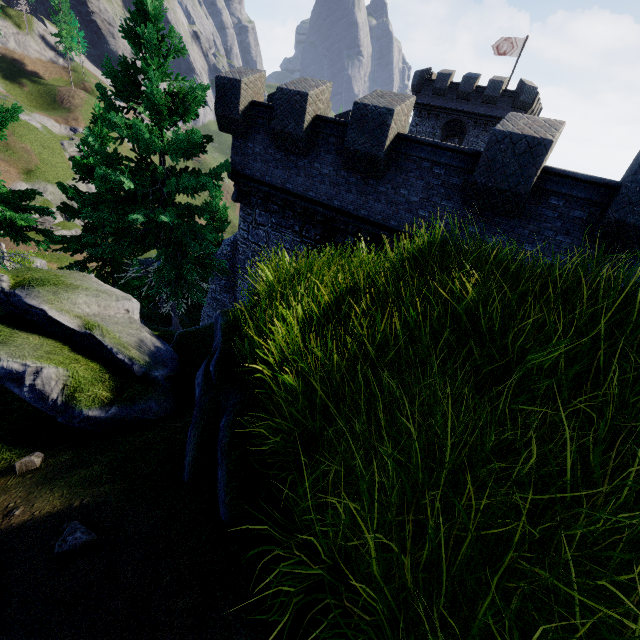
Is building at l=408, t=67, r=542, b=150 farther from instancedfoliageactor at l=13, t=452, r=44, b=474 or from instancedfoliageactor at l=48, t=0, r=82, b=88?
instancedfoliageactor at l=48, t=0, r=82, b=88

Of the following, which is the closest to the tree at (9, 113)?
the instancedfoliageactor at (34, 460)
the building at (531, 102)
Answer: the instancedfoliageactor at (34, 460)

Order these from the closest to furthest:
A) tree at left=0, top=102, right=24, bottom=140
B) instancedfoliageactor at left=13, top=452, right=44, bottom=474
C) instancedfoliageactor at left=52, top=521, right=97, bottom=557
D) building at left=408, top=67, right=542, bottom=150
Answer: instancedfoliageactor at left=52, top=521, right=97, bottom=557, instancedfoliageactor at left=13, top=452, right=44, bottom=474, tree at left=0, top=102, right=24, bottom=140, building at left=408, top=67, right=542, bottom=150

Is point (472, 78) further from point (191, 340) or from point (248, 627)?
point (248, 627)

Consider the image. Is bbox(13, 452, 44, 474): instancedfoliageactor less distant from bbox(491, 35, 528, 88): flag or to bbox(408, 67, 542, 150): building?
bbox(408, 67, 542, 150): building

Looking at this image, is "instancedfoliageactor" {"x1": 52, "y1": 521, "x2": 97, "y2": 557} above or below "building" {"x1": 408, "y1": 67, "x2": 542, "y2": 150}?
below

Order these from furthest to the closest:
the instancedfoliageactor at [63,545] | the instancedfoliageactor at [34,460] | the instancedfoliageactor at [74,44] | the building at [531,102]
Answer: the instancedfoliageactor at [74,44], the building at [531,102], the instancedfoliageactor at [34,460], the instancedfoliageactor at [63,545]

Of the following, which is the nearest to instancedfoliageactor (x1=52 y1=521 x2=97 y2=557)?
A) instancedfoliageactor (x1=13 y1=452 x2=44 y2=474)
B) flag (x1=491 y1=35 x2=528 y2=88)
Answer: instancedfoliageactor (x1=13 y1=452 x2=44 y2=474)
